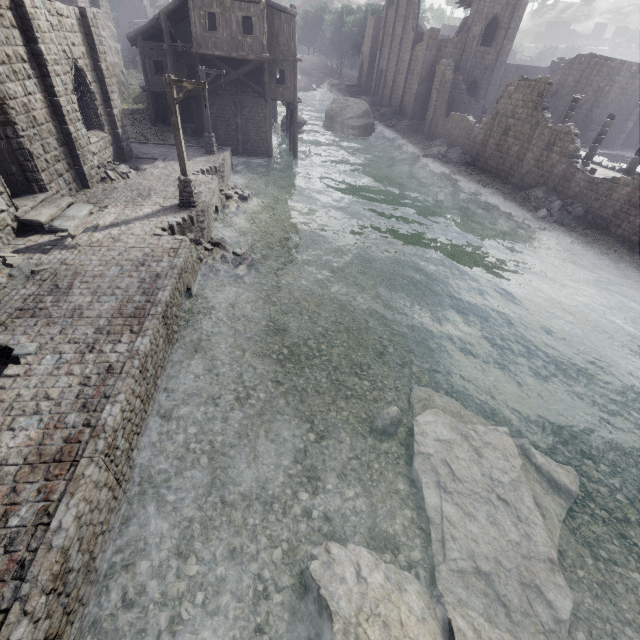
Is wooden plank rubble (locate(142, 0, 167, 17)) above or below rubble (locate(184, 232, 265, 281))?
above

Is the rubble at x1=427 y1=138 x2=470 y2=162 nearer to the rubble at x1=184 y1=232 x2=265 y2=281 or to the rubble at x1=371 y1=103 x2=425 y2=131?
the rubble at x1=371 y1=103 x2=425 y2=131

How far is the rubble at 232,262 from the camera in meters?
13.5

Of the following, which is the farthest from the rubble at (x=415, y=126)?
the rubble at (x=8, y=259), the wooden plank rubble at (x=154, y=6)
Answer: the rubble at (x=8, y=259)

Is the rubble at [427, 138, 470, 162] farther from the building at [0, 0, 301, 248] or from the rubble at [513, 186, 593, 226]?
the rubble at [513, 186, 593, 226]

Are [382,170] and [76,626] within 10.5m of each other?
no

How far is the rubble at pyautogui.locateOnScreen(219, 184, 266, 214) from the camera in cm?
1890

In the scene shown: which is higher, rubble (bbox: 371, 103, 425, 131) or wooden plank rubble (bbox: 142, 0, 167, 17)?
wooden plank rubble (bbox: 142, 0, 167, 17)
